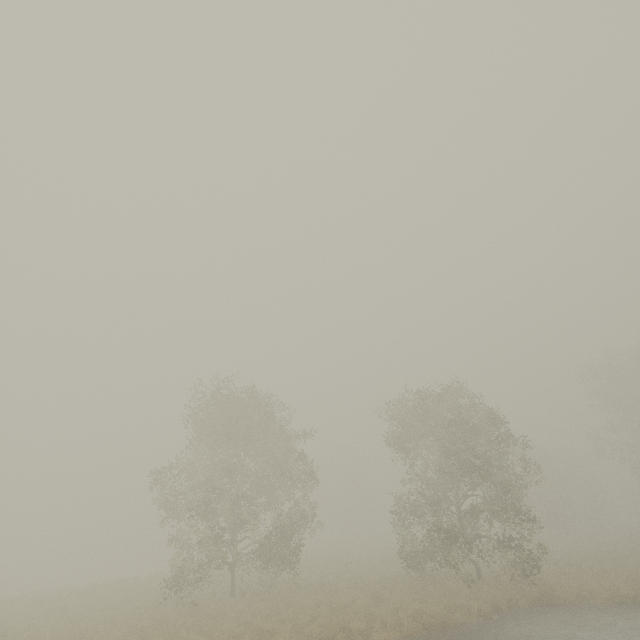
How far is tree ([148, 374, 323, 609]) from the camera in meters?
17.1

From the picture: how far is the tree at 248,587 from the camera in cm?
1706

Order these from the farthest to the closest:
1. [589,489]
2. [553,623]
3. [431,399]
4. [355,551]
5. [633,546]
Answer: [589,489] < [355,551] < [633,546] < [431,399] < [553,623]
